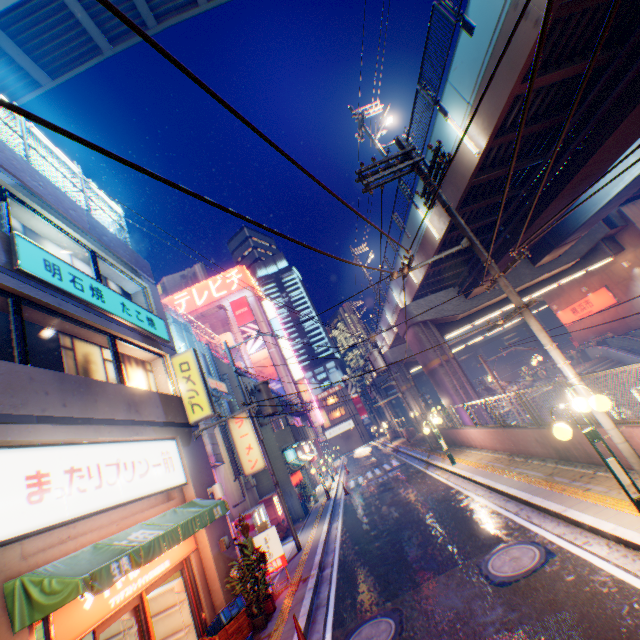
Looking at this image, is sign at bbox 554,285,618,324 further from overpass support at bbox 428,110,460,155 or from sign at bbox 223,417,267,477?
sign at bbox 223,417,267,477

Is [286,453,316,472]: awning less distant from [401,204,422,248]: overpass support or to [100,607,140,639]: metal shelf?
[401,204,422,248]: overpass support

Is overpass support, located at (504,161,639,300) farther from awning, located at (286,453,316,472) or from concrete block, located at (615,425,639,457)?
awning, located at (286,453,316,472)

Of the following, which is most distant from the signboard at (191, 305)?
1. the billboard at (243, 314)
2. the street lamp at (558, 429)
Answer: the street lamp at (558, 429)

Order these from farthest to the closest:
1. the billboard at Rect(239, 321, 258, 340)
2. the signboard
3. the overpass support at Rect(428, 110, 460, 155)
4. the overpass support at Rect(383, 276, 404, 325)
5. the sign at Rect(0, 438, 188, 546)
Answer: the signboard, the billboard at Rect(239, 321, 258, 340), the overpass support at Rect(383, 276, 404, 325), the overpass support at Rect(428, 110, 460, 155), the sign at Rect(0, 438, 188, 546)

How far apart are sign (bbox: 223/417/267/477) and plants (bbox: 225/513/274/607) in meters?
6.6 m

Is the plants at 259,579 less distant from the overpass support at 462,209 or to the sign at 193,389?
the sign at 193,389

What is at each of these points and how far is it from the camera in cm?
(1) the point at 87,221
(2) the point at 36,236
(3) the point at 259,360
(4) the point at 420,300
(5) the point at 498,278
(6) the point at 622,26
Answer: (1) concrete block, 997
(2) window glass, 841
(3) billboard, 4478
(4) overpass support, 2255
(5) electric pole, 755
(6) overpass support, 828
